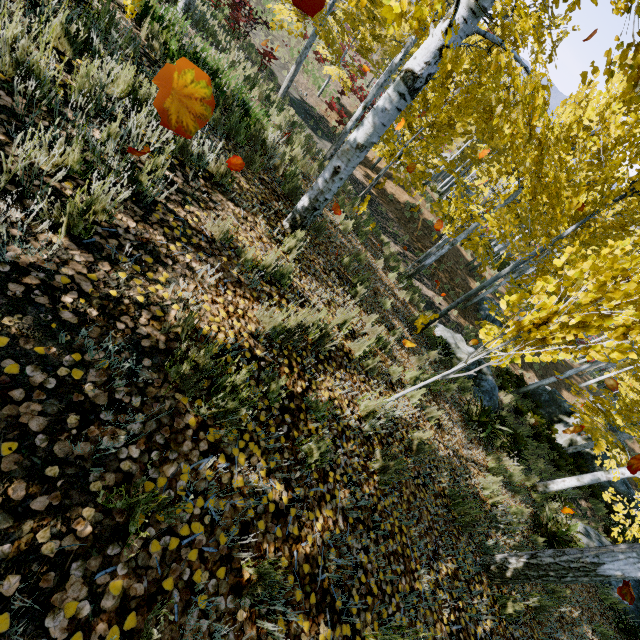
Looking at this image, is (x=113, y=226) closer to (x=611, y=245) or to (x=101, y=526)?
(x=101, y=526)

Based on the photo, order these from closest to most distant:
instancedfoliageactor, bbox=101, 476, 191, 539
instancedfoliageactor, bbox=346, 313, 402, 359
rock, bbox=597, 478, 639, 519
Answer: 1. instancedfoliageactor, bbox=101, 476, 191, 539
2. instancedfoliageactor, bbox=346, 313, 402, 359
3. rock, bbox=597, 478, 639, 519

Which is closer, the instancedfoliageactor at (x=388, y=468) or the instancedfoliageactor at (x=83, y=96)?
the instancedfoliageactor at (x=83, y=96)

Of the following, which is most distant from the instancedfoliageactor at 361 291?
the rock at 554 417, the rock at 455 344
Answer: the rock at 554 417

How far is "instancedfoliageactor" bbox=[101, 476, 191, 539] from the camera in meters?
1.3
